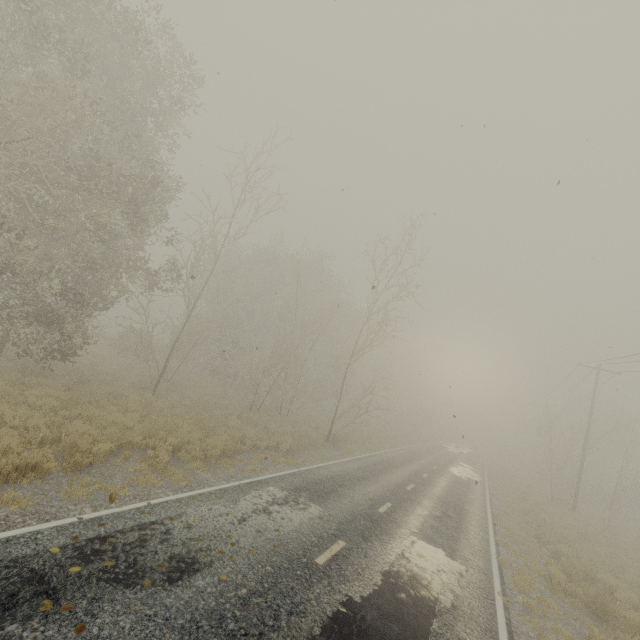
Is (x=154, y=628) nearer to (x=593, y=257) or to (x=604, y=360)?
(x=593, y=257)
